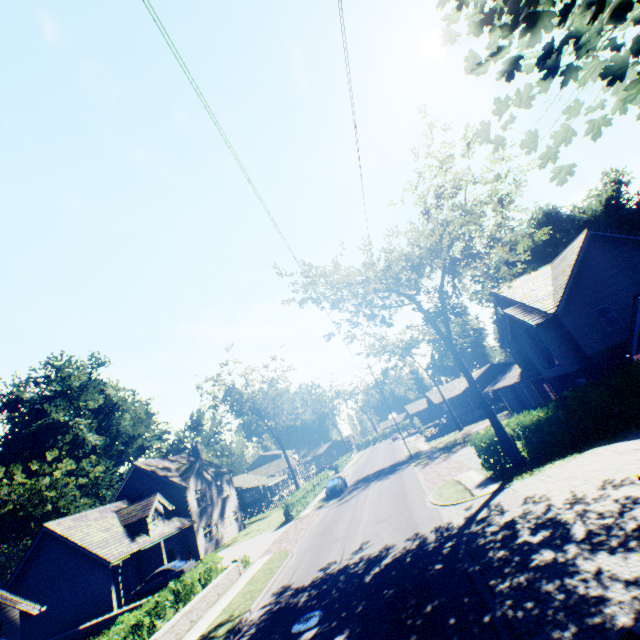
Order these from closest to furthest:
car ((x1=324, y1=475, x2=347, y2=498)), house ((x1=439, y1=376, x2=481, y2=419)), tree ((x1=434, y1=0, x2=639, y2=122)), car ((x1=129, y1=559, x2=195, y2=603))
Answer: tree ((x1=434, y1=0, x2=639, y2=122)) → car ((x1=129, y1=559, x2=195, y2=603)) → car ((x1=324, y1=475, x2=347, y2=498)) → house ((x1=439, y1=376, x2=481, y2=419))

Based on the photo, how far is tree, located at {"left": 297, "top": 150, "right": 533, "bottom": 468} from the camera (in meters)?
16.84

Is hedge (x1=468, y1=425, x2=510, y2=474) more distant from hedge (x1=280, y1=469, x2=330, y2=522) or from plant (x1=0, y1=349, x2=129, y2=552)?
plant (x1=0, y1=349, x2=129, y2=552)

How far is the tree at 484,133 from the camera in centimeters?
416cm

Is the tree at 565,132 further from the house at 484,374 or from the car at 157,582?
the house at 484,374

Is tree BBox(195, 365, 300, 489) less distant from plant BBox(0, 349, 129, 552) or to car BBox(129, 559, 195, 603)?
plant BBox(0, 349, 129, 552)

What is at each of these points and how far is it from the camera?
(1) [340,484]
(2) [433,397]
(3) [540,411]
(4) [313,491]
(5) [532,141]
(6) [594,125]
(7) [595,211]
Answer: (1) car, 34.12m
(2) house, 53.66m
(3) hedge, 18.03m
(4) hedge, 39.50m
(5) tree, 3.87m
(6) tree, 3.38m
(7) plant, 46.38m
